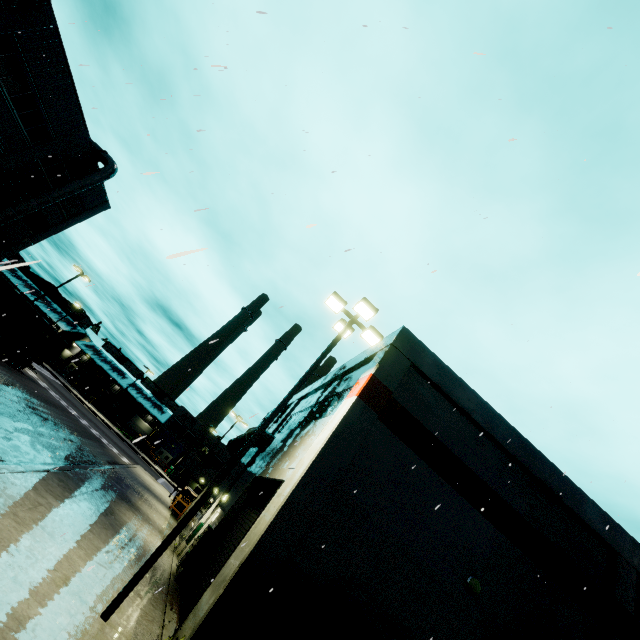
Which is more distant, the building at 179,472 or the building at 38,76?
the building at 179,472

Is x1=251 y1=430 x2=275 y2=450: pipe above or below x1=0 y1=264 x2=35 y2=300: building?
above

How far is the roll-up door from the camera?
9.9m

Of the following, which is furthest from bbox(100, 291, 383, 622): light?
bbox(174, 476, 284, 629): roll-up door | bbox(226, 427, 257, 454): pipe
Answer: bbox(226, 427, 257, 454): pipe

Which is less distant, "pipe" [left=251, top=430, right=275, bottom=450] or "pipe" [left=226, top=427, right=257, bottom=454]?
"pipe" [left=251, top=430, right=275, bottom=450]

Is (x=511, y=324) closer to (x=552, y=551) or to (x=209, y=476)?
(x=552, y=551)

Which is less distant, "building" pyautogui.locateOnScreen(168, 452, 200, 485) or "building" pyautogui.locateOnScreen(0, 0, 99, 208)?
"building" pyautogui.locateOnScreen(0, 0, 99, 208)

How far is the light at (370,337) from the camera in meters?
6.8
